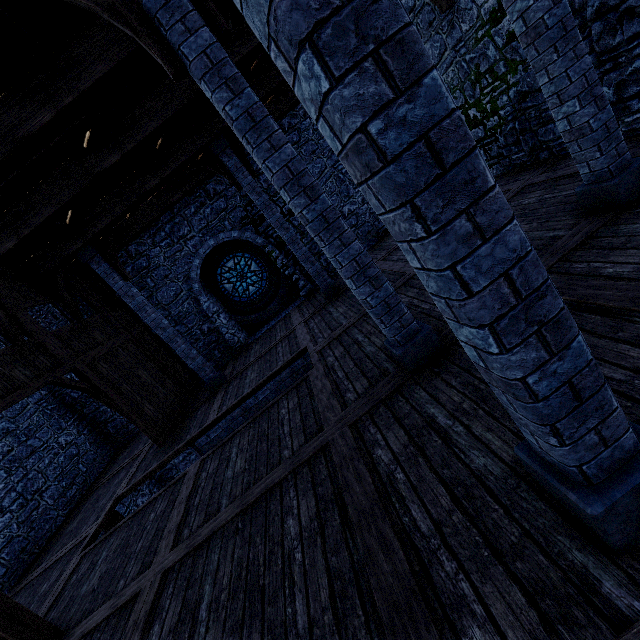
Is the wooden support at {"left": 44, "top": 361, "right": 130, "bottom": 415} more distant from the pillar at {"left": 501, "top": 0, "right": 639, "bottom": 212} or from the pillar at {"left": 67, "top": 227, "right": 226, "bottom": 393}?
the pillar at {"left": 501, "top": 0, "right": 639, "bottom": 212}

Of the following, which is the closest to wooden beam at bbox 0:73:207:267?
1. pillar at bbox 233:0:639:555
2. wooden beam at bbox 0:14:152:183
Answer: wooden beam at bbox 0:14:152:183

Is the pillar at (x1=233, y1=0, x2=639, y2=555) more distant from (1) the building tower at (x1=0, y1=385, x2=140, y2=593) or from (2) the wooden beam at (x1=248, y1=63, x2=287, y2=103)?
(2) the wooden beam at (x1=248, y1=63, x2=287, y2=103)

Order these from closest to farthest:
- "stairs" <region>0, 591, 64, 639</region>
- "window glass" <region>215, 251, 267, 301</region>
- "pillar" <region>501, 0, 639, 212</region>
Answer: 1. "pillar" <region>501, 0, 639, 212</region>
2. "stairs" <region>0, 591, 64, 639</region>
3. "window glass" <region>215, 251, 267, 301</region>

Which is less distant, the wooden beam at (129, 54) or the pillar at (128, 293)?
the wooden beam at (129, 54)

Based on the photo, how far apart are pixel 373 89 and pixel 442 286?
0.8m

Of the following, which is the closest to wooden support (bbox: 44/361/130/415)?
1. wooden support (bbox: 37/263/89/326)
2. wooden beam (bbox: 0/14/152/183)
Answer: wooden support (bbox: 37/263/89/326)

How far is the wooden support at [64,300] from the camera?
8.63m
